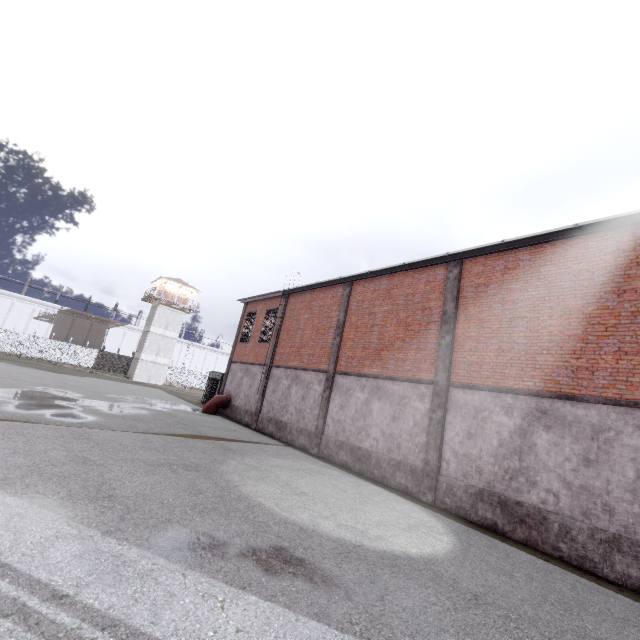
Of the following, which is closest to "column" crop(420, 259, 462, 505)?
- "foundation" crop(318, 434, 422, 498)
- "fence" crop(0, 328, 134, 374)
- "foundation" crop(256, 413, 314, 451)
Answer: "foundation" crop(318, 434, 422, 498)

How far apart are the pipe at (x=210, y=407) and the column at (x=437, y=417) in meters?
15.6 m

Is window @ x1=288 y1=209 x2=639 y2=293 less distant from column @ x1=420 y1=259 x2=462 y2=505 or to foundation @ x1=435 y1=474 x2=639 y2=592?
column @ x1=420 y1=259 x2=462 y2=505

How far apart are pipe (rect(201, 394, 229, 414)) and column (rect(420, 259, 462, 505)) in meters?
15.6

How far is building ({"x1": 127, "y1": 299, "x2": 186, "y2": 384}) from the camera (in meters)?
45.06

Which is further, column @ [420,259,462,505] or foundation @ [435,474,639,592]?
column @ [420,259,462,505]

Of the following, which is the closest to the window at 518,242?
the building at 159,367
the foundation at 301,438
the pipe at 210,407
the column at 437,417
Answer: the column at 437,417

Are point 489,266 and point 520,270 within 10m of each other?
yes
